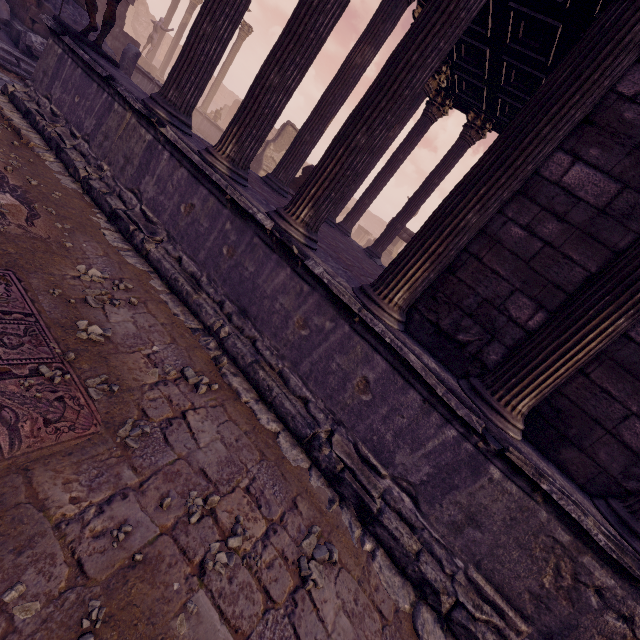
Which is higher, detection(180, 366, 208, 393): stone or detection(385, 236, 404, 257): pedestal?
detection(385, 236, 404, 257): pedestal

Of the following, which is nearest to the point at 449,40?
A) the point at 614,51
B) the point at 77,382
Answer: the point at 614,51

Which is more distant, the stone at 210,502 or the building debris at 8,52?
the building debris at 8,52

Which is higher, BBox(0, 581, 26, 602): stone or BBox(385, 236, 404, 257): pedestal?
BBox(385, 236, 404, 257): pedestal

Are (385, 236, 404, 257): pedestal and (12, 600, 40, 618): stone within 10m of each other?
no

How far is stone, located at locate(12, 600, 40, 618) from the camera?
1.3m

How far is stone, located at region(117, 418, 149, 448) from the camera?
2.2 meters

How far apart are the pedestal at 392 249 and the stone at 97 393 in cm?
2114
